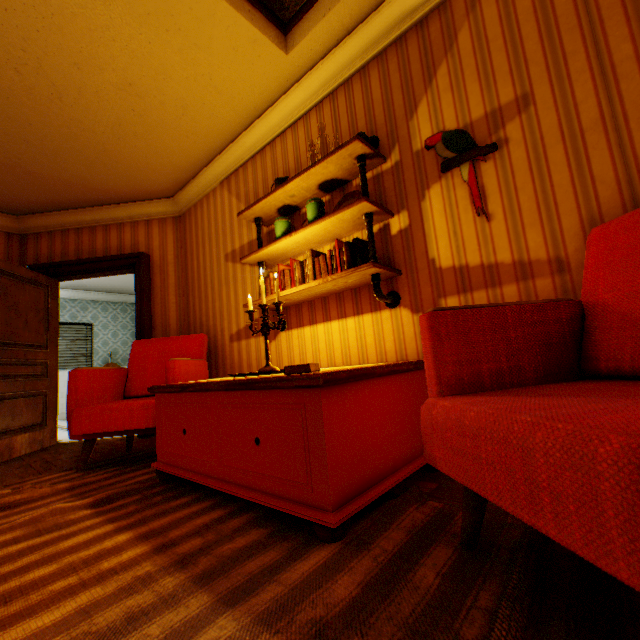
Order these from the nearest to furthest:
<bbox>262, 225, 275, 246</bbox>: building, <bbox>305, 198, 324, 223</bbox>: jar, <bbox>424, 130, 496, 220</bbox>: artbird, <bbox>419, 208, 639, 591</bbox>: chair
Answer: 1. <bbox>419, 208, 639, 591</bbox>: chair
2. <bbox>424, 130, 496, 220</bbox>: artbird
3. <bbox>305, 198, 324, 223</bbox>: jar
4. <bbox>262, 225, 275, 246</bbox>: building

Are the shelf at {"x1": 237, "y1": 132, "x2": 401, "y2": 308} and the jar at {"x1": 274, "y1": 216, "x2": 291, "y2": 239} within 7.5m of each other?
yes

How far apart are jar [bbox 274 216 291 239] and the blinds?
8.0 meters

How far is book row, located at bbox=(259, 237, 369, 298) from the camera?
2.2 meters

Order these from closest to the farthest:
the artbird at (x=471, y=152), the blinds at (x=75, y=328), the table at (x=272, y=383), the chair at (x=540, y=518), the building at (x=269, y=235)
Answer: the chair at (x=540, y=518) → the table at (x=272, y=383) → the artbird at (x=471, y=152) → the building at (x=269, y=235) → the blinds at (x=75, y=328)

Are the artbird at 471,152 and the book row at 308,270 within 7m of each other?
yes

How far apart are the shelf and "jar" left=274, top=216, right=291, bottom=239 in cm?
11

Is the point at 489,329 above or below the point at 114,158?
Result: below
